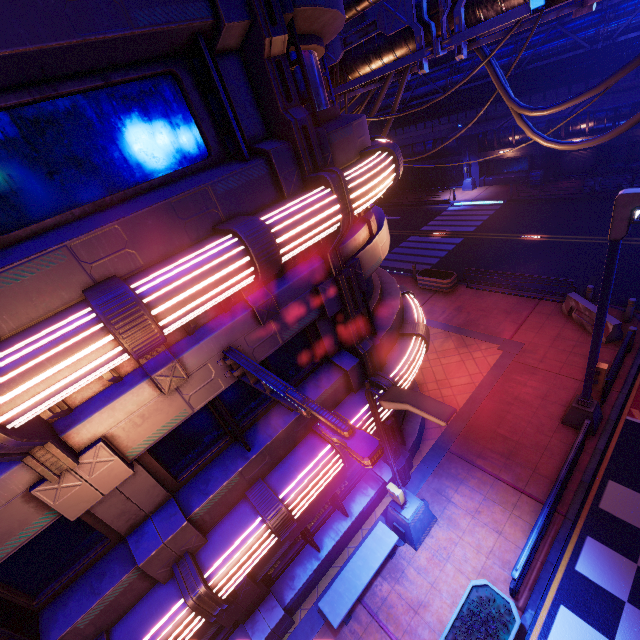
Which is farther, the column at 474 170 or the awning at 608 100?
the column at 474 170

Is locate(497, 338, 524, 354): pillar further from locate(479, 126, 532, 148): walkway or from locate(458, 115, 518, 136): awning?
locate(479, 126, 532, 148): walkway

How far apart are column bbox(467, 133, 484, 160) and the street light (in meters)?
→ 0.01

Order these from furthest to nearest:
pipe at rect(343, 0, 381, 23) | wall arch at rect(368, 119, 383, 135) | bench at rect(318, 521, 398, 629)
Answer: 1. wall arch at rect(368, 119, 383, 135)
2. pipe at rect(343, 0, 381, 23)
3. bench at rect(318, 521, 398, 629)

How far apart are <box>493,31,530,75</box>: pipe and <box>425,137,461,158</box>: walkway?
2.79m

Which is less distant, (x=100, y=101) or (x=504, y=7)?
(x=100, y=101)

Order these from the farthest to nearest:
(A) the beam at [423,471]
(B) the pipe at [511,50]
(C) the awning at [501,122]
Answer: (C) the awning at [501,122]
(B) the pipe at [511,50]
(A) the beam at [423,471]

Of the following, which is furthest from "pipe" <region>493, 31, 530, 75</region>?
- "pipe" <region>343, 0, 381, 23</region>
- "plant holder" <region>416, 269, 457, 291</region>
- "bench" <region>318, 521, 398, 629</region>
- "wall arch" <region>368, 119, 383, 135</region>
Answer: "bench" <region>318, 521, 398, 629</region>
